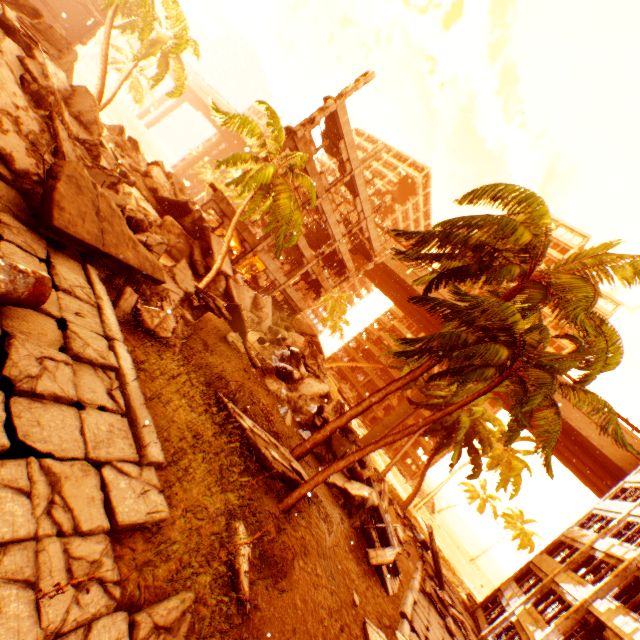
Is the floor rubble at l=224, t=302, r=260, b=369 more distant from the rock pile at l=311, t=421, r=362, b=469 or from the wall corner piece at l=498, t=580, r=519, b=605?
the wall corner piece at l=498, t=580, r=519, b=605

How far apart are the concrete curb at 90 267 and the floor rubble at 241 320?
7.76m

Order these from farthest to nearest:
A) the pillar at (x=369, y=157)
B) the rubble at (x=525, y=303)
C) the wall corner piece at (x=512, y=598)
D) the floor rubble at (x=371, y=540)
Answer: the pillar at (x=369, y=157), the wall corner piece at (x=512, y=598), the floor rubble at (x=371, y=540), the rubble at (x=525, y=303)

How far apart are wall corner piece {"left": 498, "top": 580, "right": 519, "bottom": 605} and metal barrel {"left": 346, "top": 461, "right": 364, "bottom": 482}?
14.6 meters

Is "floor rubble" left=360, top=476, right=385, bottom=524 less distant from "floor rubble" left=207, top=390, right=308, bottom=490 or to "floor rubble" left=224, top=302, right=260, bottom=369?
"floor rubble" left=207, top=390, right=308, bottom=490

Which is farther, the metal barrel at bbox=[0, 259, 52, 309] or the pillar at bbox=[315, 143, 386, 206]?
the pillar at bbox=[315, 143, 386, 206]

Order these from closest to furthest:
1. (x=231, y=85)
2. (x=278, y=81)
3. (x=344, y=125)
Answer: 1. (x=344, y=125)
2. (x=231, y=85)
3. (x=278, y=81)

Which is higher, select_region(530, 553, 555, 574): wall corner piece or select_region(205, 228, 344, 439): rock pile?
select_region(530, 553, 555, 574): wall corner piece
